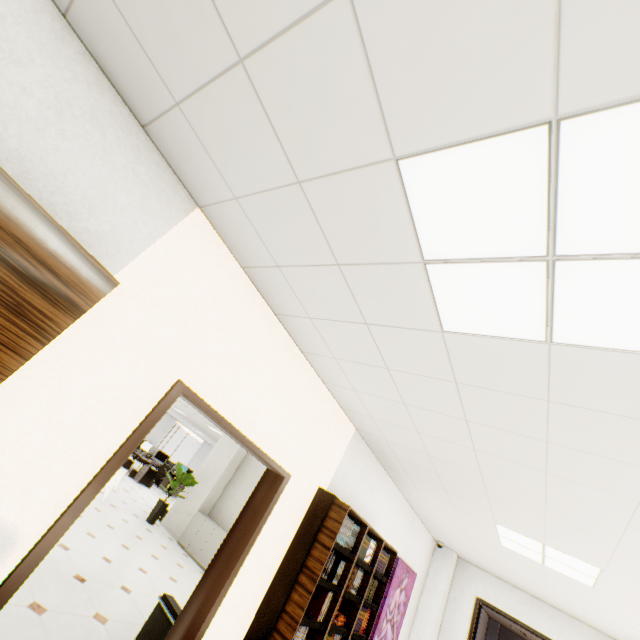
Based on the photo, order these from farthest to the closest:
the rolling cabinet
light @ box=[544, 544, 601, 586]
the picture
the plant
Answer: the rolling cabinet → the plant → the picture → light @ box=[544, 544, 601, 586]

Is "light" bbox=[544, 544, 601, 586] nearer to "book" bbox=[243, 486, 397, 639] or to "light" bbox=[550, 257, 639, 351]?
"book" bbox=[243, 486, 397, 639]

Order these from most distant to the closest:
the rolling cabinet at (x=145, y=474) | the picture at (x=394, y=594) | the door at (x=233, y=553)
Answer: the rolling cabinet at (x=145, y=474) → the picture at (x=394, y=594) → the door at (x=233, y=553)

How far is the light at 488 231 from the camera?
1.0m

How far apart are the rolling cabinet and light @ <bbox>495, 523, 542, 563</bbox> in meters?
12.7 m

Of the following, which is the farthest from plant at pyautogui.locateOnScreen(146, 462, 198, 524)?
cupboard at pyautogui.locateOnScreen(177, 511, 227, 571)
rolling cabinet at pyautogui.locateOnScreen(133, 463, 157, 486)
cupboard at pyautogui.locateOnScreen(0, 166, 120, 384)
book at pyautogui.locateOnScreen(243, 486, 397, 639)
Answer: cupboard at pyautogui.locateOnScreen(0, 166, 120, 384)

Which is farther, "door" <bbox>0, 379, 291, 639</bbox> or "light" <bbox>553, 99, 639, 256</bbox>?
"door" <bbox>0, 379, 291, 639</bbox>

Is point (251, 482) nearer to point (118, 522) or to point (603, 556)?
point (118, 522)
